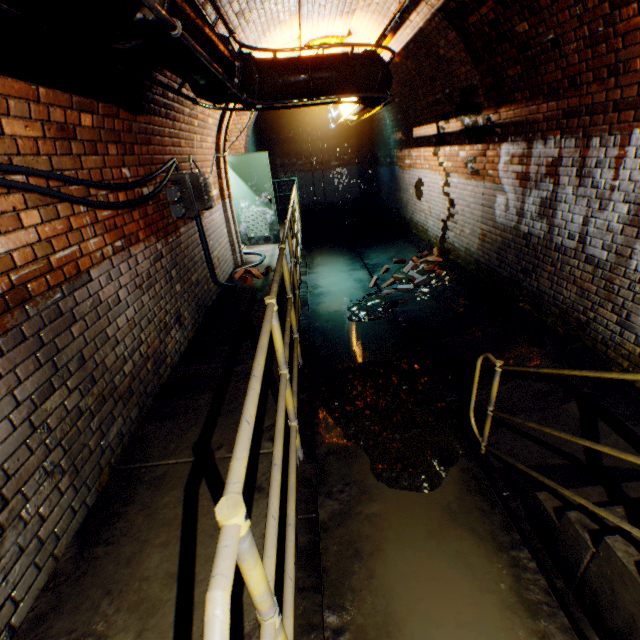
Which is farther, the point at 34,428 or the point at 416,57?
the point at 416,57

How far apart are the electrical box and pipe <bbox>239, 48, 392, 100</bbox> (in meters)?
0.90

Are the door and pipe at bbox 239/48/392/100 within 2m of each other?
no

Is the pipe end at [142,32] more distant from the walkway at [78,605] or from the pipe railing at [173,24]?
the walkway at [78,605]

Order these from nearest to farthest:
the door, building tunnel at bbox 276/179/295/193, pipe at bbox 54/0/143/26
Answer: pipe at bbox 54/0/143/26 → the door → building tunnel at bbox 276/179/295/193

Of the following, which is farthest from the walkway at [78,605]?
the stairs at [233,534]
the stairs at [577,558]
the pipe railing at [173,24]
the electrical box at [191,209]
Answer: the stairs at [577,558]

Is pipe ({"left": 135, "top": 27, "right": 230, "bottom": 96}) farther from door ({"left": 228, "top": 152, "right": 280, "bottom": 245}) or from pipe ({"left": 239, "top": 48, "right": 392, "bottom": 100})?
door ({"left": 228, "top": 152, "right": 280, "bottom": 245})

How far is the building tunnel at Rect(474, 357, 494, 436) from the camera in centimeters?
359cm
